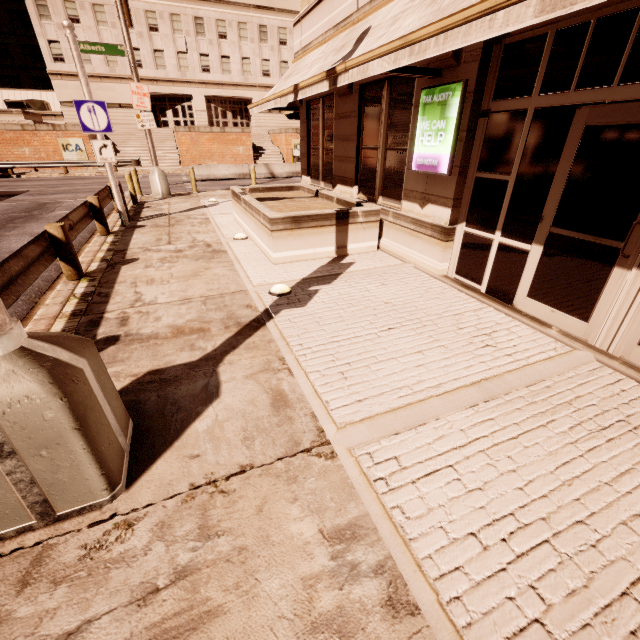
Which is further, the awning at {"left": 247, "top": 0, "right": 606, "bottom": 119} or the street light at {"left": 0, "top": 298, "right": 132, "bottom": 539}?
the awning at {"left": 247, "top": 0, "right": 606, "bottom": 119}

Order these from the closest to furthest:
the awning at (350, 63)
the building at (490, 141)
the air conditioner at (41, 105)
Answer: the awning at (350, 63)
the building at (490, 141)
the air conditioner at (41, 105)

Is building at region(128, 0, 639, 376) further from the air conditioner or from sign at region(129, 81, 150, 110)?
sign at region(129, 81, 150, 110)

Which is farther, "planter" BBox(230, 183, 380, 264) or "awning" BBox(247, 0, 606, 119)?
"planter" BBox(230, 183, 380, 264)

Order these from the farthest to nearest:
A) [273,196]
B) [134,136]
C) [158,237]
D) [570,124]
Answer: [134,136] → [273,196] → [158,237] → [570,124]

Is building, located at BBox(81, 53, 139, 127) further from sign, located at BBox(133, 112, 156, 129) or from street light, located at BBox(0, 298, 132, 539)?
street light, located at BBox(0, 298, 132, 539)

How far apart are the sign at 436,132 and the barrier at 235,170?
19.7m

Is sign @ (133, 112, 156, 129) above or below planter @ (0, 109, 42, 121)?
below
